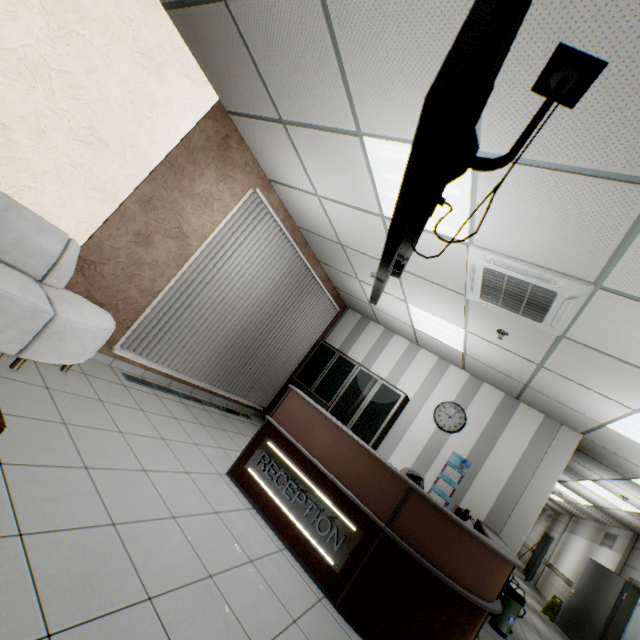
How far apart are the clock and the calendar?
0.3m

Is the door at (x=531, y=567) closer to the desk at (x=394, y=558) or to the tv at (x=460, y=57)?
the desk at (x=394, y=558)

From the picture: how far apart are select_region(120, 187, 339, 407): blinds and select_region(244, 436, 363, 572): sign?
1.92m

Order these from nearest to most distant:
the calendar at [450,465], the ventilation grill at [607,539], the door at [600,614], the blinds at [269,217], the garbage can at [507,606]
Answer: the blinds at [269,217] → the garbage can at [507,606] → the calendar at [450,465] → the door at [600,614] → the ventilation grill at [607,539]

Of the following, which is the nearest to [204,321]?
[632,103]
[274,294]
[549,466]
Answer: [274,294]

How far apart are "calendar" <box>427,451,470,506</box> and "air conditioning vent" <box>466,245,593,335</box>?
3.3m

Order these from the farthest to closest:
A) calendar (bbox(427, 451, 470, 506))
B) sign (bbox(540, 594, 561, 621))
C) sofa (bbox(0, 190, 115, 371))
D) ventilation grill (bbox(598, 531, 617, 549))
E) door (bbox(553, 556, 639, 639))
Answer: ventilation grill (bbox(598, 531, 617, 549)) < sign (bbox(540, 594, 561, 621)) < door (bbox(553, 556, 639, 639)) < calendar (bbox(427, 451, 470, 506)) < sofa (bbox(0, 190, 115, 371))

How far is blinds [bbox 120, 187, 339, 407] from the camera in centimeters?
435cm
